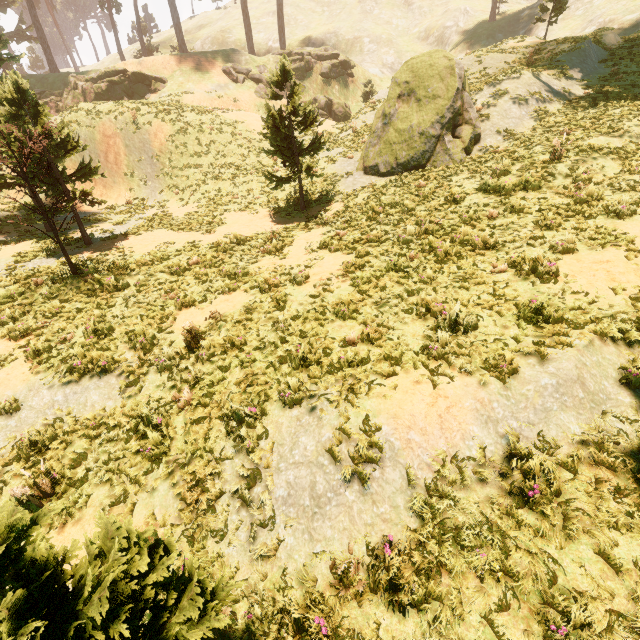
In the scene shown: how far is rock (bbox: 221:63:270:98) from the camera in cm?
3316

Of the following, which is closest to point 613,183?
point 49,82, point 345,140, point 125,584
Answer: point 125,584

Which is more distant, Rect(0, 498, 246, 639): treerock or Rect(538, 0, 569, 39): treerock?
Rect(538, 0, 569, 39): treerock

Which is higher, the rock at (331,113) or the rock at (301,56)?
the rock at (301,56)

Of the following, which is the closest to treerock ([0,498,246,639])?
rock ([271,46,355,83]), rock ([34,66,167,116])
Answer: rock ([34,66,167,116])

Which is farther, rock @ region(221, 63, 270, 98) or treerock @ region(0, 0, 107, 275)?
rock @ region(221, 63, 270, 98)

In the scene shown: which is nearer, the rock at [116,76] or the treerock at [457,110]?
the treerock at [457,110]
